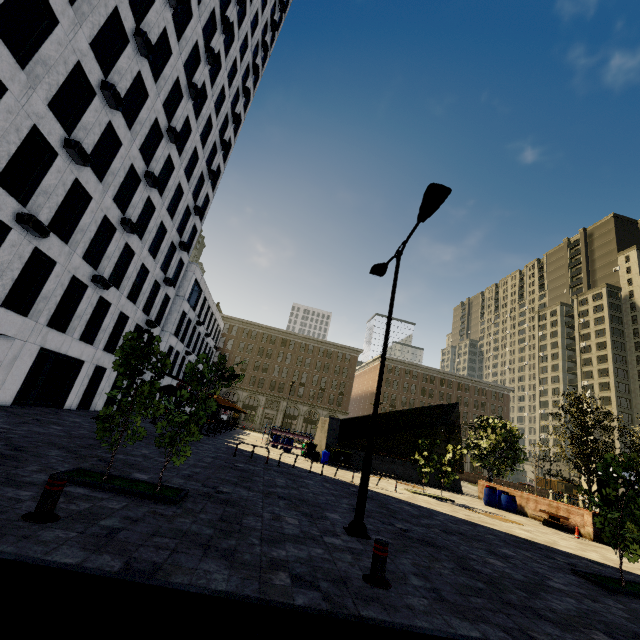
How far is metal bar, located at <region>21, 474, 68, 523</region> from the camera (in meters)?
4.42

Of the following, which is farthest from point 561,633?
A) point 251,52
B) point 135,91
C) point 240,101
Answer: point 251,52

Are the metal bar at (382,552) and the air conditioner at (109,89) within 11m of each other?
no

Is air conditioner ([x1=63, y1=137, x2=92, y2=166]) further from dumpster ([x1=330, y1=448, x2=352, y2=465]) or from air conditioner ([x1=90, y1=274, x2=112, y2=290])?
dumpster ([x1=330, y1=448, x2=352, y2=465])

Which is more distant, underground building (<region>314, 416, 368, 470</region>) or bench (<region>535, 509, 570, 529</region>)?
underground building (<region>314, 416, 368, 470</region>)

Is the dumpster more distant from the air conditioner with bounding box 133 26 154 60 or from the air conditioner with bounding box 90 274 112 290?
the air conditioner with bounding box 133 26 154 60

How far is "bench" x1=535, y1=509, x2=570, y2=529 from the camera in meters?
15.7 m

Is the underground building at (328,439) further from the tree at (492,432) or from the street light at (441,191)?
the street light at (441,191)
